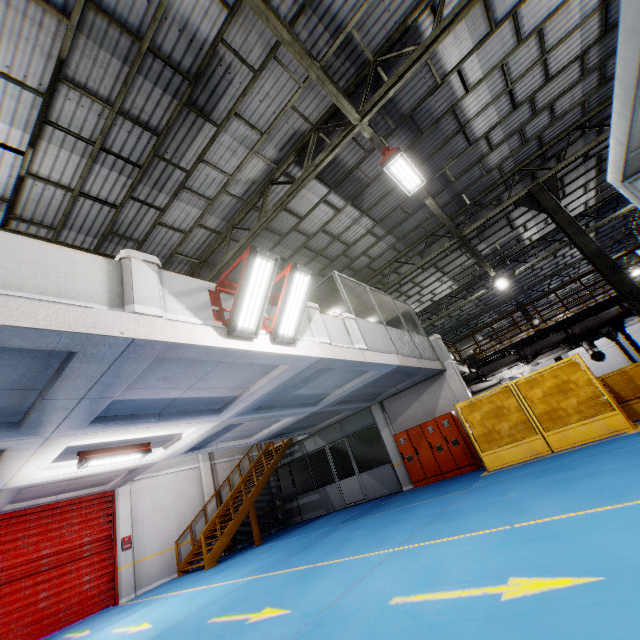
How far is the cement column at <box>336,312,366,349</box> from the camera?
8.94m

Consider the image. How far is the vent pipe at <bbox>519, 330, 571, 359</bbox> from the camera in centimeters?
1371cm

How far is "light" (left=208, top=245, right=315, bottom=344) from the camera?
5.5 meters

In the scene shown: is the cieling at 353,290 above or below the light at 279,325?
above

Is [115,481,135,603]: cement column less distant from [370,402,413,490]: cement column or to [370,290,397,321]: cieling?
[370,290,397,321]: cieling

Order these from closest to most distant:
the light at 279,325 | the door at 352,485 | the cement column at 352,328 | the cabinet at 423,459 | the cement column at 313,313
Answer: the light at 279,325
the cement column at 313,313
the cement column at 352,328
the cabinet at 423,459
the door at 352,485

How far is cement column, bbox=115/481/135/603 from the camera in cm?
1162

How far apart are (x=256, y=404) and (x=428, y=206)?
9.7 meters
